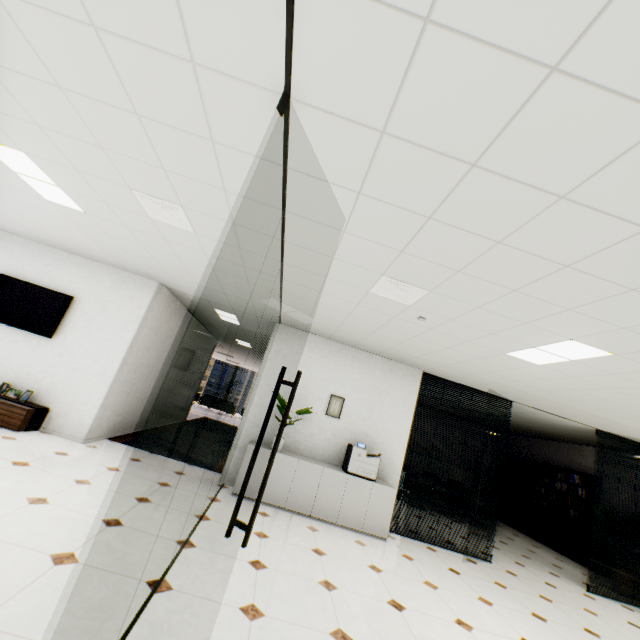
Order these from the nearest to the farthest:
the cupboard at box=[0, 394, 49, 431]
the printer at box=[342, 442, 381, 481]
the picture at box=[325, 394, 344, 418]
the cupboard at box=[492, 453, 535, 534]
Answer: the cupboard at box=[0, 394, 49, 431] → the printer at box=[342, 442, 381, 481] → the picture at box=[325, 394, 344, 418] → the cupboard at box=[492, 453, 535, 534]

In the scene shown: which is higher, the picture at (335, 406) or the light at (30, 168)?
the light at (30, 168)

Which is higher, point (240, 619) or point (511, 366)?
point (511, 366)

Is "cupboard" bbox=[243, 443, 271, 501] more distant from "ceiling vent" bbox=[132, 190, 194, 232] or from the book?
the book

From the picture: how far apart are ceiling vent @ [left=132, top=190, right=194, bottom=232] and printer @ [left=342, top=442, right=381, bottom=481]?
4.2m

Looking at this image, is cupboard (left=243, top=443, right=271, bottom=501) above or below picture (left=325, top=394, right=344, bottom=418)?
below

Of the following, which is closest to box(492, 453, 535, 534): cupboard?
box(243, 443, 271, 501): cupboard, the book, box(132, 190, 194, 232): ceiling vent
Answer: the book

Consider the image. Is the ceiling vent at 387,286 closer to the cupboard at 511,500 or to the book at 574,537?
the book at 574,537
